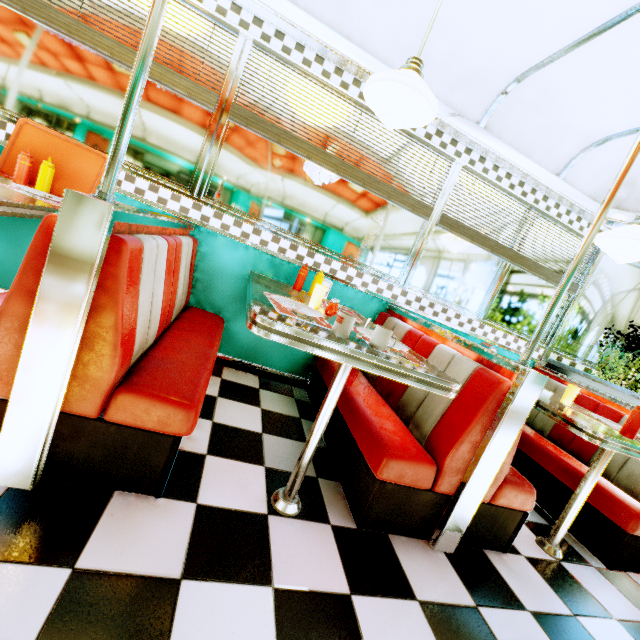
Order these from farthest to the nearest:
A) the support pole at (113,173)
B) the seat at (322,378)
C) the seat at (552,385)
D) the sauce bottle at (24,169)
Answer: the seat at (552,385) → the seat at (322,378) → the sauce bottle at (24,169) → the support pole at (113,173)

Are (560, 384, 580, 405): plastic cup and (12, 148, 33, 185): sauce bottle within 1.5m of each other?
no

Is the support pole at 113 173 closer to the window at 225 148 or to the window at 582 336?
the window at 225 148

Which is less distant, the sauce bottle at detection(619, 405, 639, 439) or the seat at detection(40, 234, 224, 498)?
the seat at detection(40, 234, 224, 498)

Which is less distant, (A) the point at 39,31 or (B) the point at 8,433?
(B) the point at 8,433

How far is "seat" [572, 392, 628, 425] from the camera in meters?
2.8 m

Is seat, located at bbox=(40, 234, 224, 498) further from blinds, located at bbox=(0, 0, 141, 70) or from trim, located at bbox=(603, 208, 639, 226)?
trim, located at bbox=(603, 208, 639, 226)

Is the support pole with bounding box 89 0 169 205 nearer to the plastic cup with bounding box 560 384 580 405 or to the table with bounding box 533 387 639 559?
the table with bounding box 533 387 639 559
